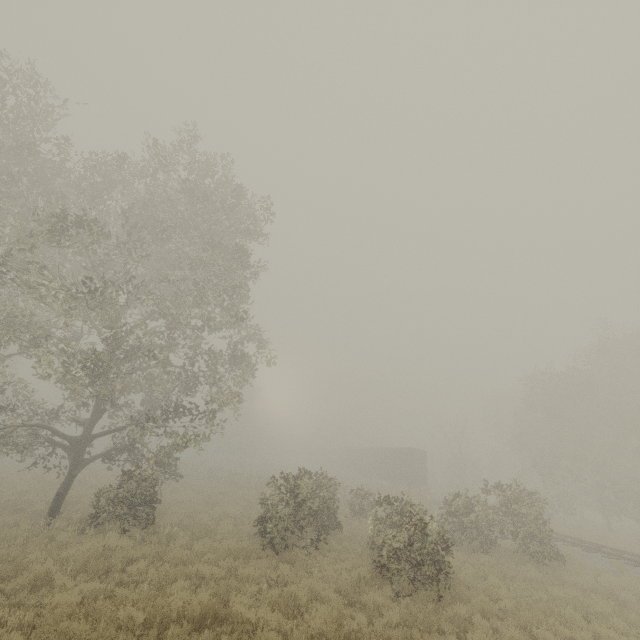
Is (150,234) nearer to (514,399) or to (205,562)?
(205,562)

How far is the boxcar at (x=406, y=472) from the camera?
36.1 meters

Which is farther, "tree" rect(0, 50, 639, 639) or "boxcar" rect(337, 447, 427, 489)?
"boxcar" rect(337, 447, 427, 489)

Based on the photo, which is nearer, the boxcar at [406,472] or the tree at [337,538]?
the tree at [337,538]

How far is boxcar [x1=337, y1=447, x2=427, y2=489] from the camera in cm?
3606
